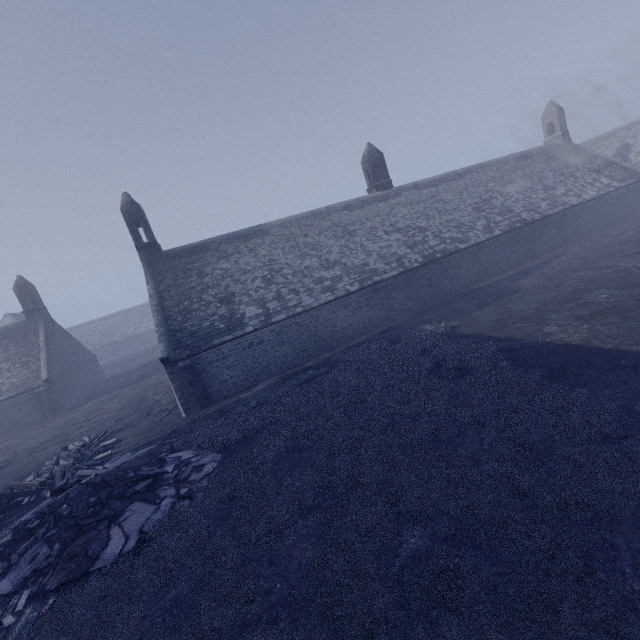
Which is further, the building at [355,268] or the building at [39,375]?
the building at [39,375]

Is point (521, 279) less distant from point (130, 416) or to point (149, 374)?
point (130, 416)

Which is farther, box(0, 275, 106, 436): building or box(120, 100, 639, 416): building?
box(0, 275, 106, 436): building
